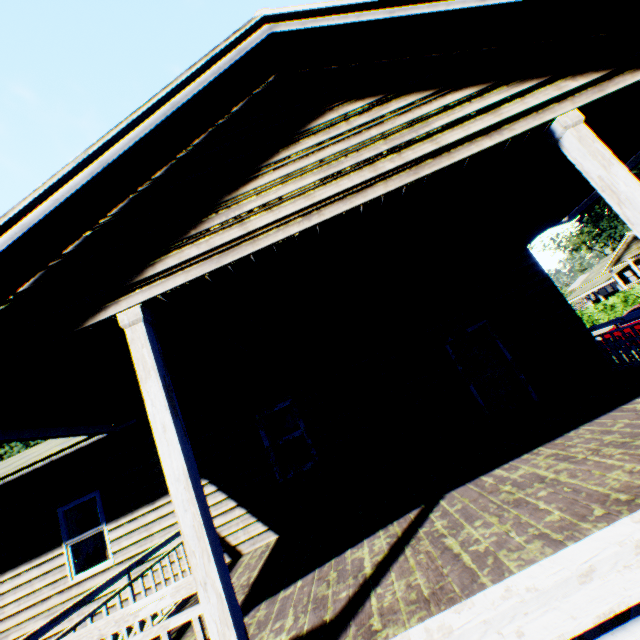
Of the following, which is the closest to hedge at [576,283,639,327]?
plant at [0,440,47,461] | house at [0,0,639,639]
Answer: house at [0,0,639,639]

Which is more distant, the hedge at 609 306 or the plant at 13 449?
the plant at 13 449

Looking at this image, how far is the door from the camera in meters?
7.3

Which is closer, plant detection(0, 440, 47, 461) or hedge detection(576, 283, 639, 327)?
hedge detection(576, 283, 639, 327)

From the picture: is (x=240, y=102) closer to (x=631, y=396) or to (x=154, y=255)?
(x=154, y=255)

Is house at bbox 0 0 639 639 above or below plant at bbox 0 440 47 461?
Answer: below

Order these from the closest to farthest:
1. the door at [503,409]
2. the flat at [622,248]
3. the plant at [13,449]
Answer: the door at [503,409] → the plant at [13,449] → the flat at [622,248]

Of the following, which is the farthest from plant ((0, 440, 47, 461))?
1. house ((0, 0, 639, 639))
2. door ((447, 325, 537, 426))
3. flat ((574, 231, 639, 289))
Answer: flat ((574, 231, 639, 289))
